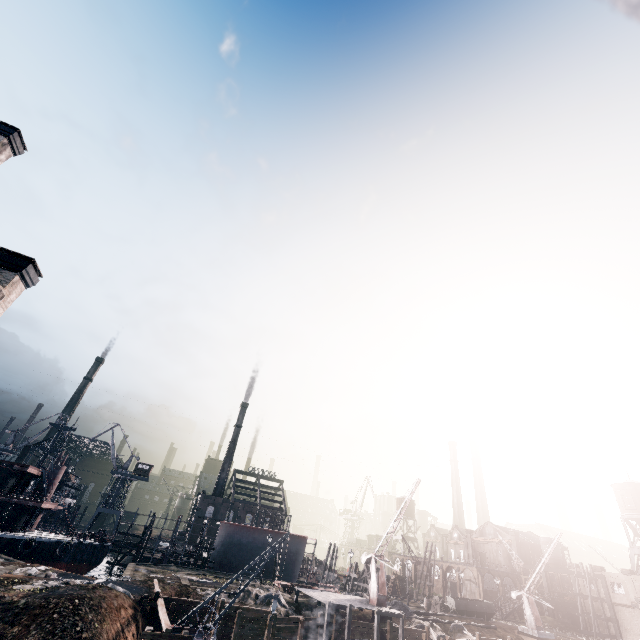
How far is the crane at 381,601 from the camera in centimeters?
3459cm

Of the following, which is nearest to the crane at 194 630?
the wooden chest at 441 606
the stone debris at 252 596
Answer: the stone debris at 252 596

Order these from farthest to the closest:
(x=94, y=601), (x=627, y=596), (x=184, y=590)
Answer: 1. (x=627, y=596)
2. (x=184, y=590)
3. (x=94, y=601)

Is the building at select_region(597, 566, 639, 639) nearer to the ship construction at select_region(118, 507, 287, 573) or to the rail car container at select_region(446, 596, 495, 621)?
the rail car container at select_region(446, 596, 495, 621)

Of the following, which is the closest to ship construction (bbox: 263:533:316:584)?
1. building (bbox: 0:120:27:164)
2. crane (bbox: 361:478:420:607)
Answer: crane (bbox: 361:478:420:607)

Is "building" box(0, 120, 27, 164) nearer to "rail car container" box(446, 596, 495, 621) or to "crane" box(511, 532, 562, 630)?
"rail car container" box(446, 596, 495, 621)

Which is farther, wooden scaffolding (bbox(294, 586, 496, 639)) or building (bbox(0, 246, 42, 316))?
wooden scaffolding (bbox(294, 586, 496, 639))

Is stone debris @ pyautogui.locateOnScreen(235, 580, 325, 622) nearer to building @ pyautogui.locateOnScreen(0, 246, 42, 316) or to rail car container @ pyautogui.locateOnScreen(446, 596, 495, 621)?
rail car container @ pyautogui.locateOnScreen(446, 596, 495, 621)
